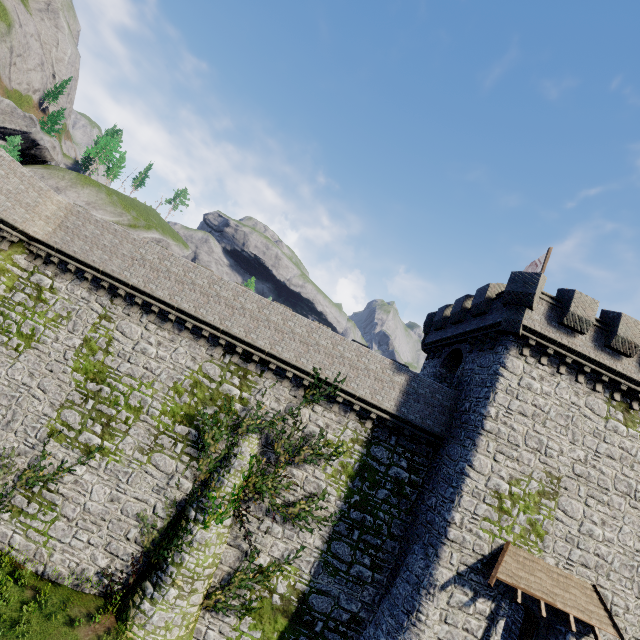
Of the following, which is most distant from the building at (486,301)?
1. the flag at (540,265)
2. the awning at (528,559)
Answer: the flag at (540,265)

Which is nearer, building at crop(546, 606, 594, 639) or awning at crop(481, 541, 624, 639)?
awning at crop(481, 541, 624, 639)

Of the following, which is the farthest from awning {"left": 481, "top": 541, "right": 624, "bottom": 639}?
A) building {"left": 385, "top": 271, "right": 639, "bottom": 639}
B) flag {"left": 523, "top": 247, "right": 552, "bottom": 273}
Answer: flag {"left": 523, "top": 247, "right": 552, "bottom": 273}

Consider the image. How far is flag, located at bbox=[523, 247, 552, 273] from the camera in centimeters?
1916cm

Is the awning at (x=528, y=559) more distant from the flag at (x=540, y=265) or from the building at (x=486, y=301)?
the flag at (x=540, y=265)

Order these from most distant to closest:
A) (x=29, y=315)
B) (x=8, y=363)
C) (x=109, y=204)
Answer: (x=109, y=204) < (x=29, y=315) < (x=8, y=363)

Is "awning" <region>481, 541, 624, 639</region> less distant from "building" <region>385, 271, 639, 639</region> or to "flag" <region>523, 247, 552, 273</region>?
"building" <region>385, 271, 639, 639</region>
